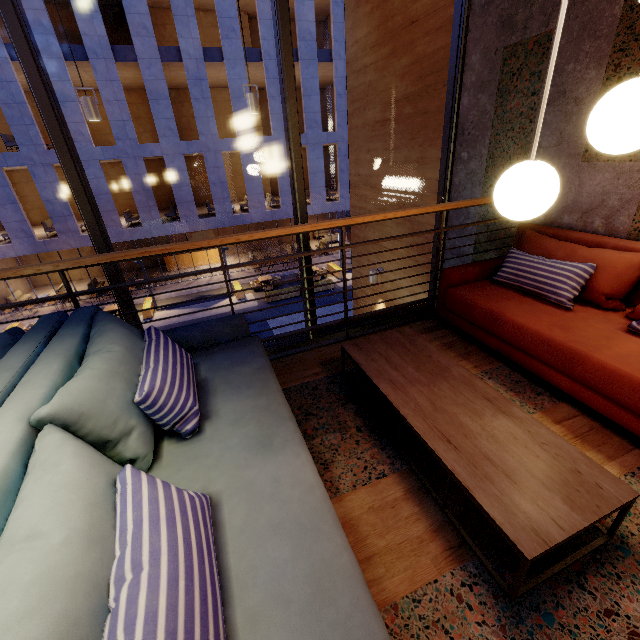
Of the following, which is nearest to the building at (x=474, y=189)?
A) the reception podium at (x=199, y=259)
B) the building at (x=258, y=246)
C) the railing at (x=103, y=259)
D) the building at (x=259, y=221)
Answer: the railing at (x=103, y=259)

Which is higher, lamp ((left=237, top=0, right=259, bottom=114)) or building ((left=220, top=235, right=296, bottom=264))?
lamp ((left=237, top=0, right=259, bottom=114))

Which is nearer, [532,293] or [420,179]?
[532,293]

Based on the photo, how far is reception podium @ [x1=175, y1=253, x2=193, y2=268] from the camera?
23.9 meters

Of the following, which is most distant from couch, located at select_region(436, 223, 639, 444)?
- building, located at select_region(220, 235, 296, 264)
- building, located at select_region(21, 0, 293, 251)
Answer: building, located at select_region(220, 235, 296, 264)

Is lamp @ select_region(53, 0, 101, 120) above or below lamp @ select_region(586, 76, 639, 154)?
above

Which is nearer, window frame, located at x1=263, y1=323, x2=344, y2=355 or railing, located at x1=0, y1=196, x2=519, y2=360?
railing, located at x1=0, y1=196, x2=519, y2=360

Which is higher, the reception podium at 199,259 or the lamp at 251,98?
the lamp at 251,98
